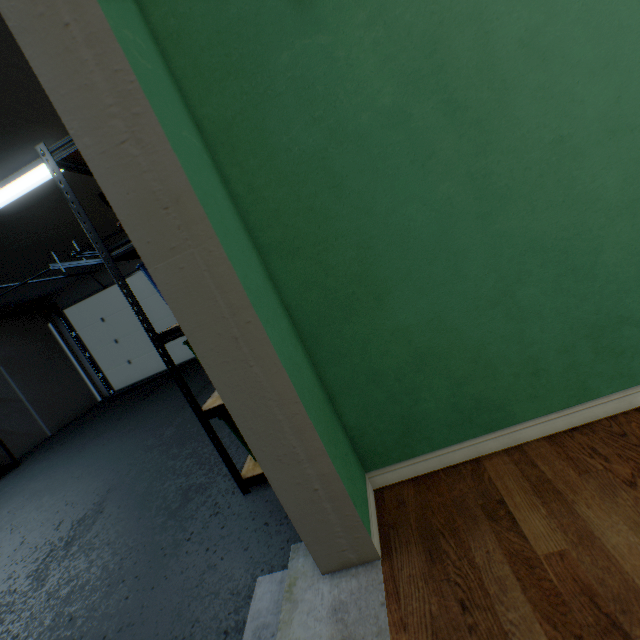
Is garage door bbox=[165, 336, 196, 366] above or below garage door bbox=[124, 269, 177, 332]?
below

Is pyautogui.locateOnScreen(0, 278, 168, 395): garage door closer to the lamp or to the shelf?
the lamp

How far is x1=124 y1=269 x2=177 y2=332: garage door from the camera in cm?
645

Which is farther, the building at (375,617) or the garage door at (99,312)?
the garage door at (99,312)

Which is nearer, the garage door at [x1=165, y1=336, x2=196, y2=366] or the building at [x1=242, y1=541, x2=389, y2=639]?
the building at [x1=242, y1=541, x2=389, y2=639]

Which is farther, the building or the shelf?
the shelf

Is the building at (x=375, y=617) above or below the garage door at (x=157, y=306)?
below

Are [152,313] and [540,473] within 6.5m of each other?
no
